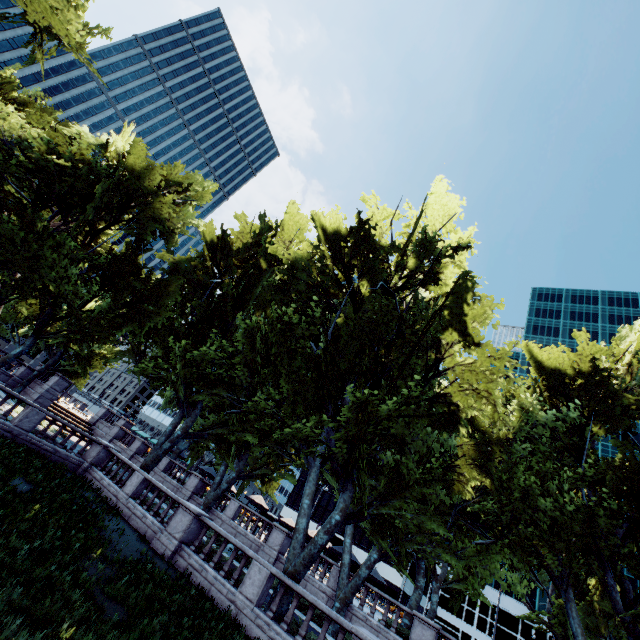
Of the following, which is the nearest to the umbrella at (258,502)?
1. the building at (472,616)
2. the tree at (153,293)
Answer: the tree at (153,293)

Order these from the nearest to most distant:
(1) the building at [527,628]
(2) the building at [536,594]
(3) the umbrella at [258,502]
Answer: (3) the umbrella at [258,502]
(1) the building at [527,628]
(2) the building at [536,594]

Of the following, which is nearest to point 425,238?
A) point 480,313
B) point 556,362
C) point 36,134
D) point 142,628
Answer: point 480,313

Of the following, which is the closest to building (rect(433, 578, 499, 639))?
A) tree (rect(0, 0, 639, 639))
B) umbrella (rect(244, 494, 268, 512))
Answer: tree (rect(0, 0, 639, 639))

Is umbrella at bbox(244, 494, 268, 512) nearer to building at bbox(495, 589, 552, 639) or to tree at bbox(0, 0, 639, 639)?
tree at bbox(0, 0, 639, 639)

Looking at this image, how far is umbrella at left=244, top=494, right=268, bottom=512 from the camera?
30.2m
